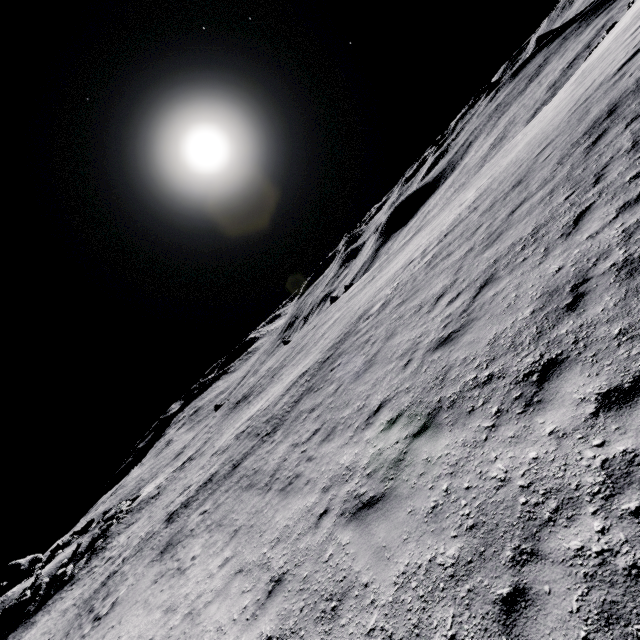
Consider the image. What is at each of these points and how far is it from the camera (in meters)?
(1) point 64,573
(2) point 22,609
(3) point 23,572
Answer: (1) stone, 29.55
(2) stone, 28.38
(3) stone, 37.59

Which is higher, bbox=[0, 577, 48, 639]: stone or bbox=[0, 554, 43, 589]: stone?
bbox=[0, 554, 43, 589]: stone

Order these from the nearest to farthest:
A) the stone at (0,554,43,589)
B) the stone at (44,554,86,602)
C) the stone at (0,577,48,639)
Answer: the stone at (0,577,48,639), the stone at (44,554,86,602), the stone at (0,554,43,589)

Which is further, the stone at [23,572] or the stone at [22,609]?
the stone at [23,572]

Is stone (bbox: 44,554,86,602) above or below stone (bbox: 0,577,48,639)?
below

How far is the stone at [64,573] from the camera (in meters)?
28.15

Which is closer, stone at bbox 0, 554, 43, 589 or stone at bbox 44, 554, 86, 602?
stone at bbox 44, 554, 86, 602
